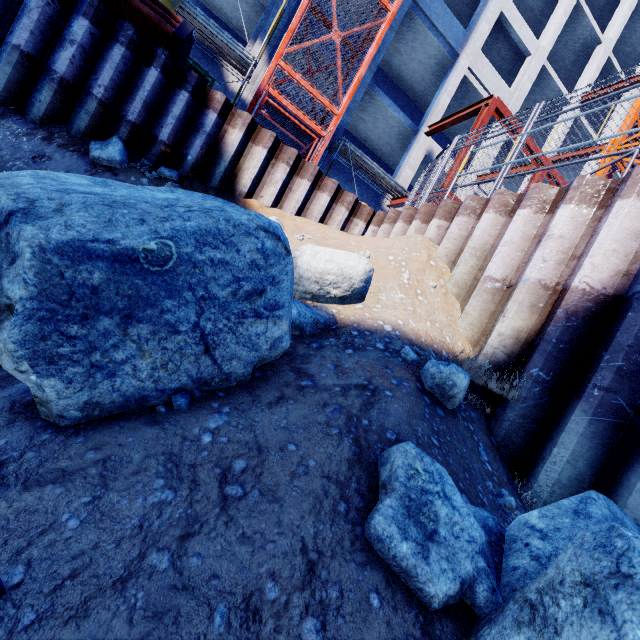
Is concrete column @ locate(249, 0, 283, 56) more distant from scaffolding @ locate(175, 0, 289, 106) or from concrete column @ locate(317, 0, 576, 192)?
concrete column @ locate(317, 0, 576, 192)

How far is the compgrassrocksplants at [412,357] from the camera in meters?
2.6 m

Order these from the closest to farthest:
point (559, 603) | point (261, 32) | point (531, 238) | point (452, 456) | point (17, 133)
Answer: point (559, 603) < point (452, 456) < point (531, 238) < point (17, 133) < point (261, 32)

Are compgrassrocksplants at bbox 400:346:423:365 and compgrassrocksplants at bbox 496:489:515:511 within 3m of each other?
yes

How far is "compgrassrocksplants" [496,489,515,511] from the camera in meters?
2.0 m

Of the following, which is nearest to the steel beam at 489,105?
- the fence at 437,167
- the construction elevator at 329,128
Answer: the fence at 437,167

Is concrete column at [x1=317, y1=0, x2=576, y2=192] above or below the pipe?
above

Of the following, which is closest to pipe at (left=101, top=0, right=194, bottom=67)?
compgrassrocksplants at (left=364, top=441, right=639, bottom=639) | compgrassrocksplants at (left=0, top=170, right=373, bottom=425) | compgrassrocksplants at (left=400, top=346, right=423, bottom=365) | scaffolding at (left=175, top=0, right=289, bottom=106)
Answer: compgrassrocksplants at (left=0, top=170, right=373, bottom=425)
